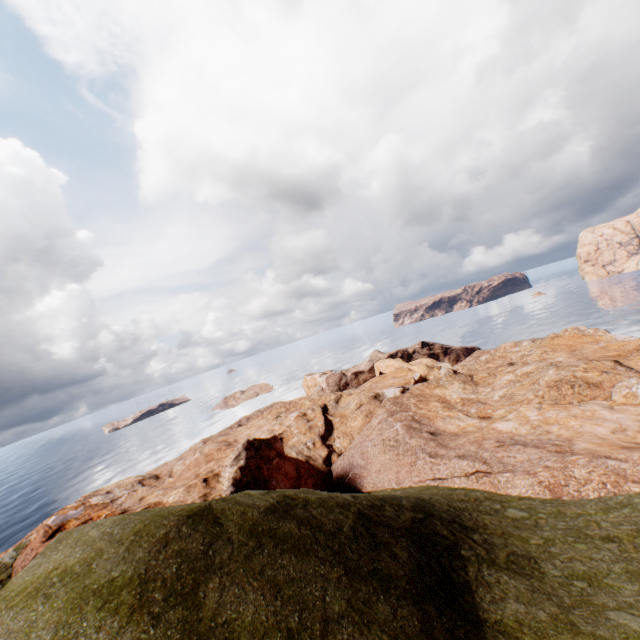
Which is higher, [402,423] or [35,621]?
[35,621]
